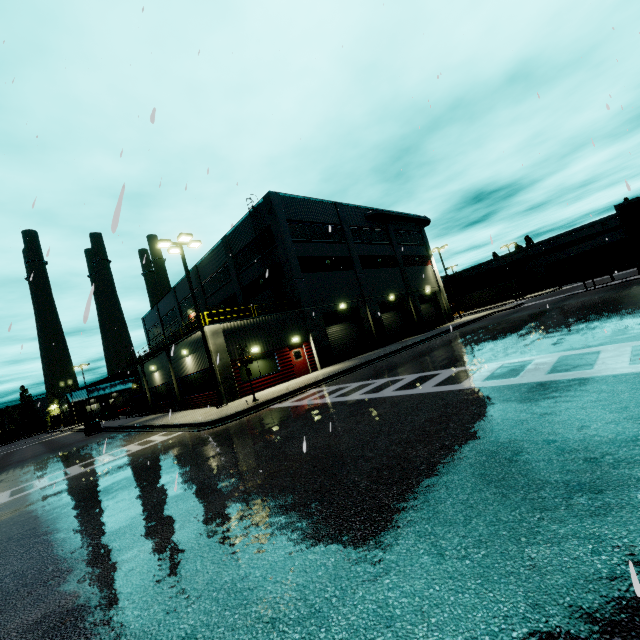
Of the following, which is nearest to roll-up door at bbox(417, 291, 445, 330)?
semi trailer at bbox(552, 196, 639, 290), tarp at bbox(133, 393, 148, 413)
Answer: semi trailer at bbox(552, 196, 639, 290)

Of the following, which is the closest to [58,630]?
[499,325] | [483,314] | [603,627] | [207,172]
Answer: [603,627]

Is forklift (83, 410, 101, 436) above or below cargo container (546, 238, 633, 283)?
below

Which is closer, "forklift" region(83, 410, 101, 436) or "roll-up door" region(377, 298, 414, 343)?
"forklift" region(83, 410, 101, 436)

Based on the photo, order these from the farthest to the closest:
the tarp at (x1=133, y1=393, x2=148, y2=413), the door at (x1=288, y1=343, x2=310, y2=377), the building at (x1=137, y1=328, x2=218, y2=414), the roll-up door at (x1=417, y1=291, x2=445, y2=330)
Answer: the roll-up door at (x1=417, y1=291, x2=445, y2=330), the tarp at (x1=133, y1=393, x2=148, y2=413), the door at (x1=288, y1=343, x2=310, y2=377), the building at (x1=137, y1=328, x2=218, y2=414)

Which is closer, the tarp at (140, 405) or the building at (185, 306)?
the tarp at (140, 405)

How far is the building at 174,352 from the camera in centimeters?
2119cm

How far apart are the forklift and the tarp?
3.28m
